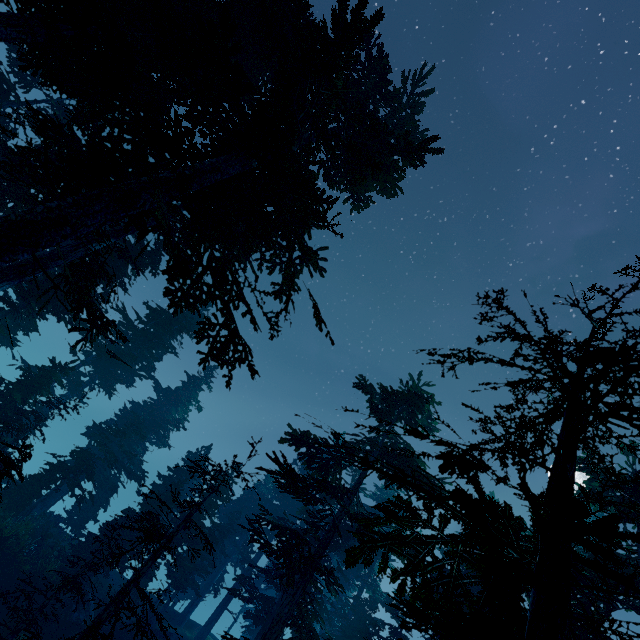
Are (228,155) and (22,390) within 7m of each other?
no

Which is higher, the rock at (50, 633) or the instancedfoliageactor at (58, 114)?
the instancedfoliageactor at (58, 114)

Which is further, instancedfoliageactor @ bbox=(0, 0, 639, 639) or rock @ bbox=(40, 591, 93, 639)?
rock @ bbox=(40, 591, 93, 639)

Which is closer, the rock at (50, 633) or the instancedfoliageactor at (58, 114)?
the instancedfoliageactor at (58, 114)

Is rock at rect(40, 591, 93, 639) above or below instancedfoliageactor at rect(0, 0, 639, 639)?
below
